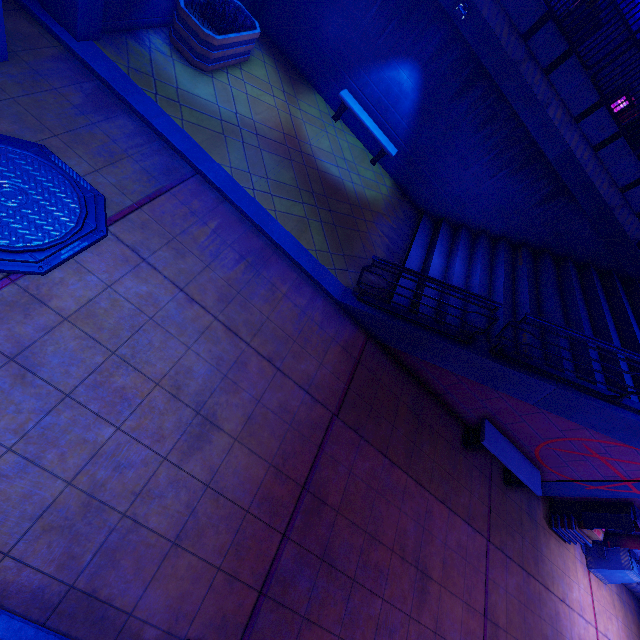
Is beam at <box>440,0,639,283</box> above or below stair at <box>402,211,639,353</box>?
above

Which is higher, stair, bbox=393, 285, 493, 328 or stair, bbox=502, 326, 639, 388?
stair, bbox=502, 326, 639, 388

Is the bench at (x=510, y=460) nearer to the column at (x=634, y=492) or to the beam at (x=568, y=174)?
the column at (x=634, y=492)

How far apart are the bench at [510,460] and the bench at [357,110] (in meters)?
8.25

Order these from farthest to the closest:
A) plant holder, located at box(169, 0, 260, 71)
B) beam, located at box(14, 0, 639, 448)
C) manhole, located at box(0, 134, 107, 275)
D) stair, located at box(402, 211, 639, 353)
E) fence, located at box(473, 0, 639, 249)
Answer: stair, located at box(402, 211, 639, 353) → fence, located at box(473, 0, 639, 249) → plant holder, located at box(169, 0, 260, 71) → beam, located at box(14, 0, 639, 448) → manhole, located at box(0, 134, 107, 275)

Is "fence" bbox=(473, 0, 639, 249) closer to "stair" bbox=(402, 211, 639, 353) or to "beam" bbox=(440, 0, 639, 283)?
"beam" bbox=(440, 0, 639, 283)

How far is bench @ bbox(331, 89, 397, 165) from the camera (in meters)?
9.81

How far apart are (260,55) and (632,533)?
15.8m
